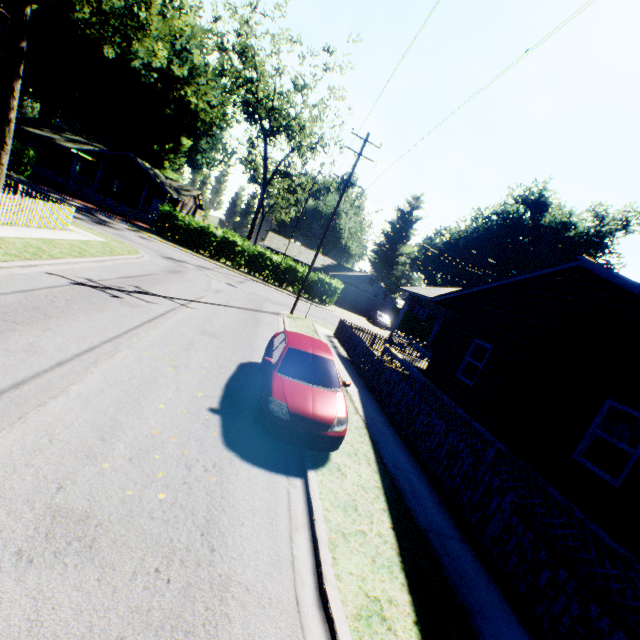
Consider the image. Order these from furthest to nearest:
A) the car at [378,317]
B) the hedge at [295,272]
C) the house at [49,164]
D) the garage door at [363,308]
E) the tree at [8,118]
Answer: the garage door at [363,308] < the car at [378,317] < the house at [49,164] < the hedge at [295,272] < the tree at [8,118]

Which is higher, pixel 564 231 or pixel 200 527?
pixel 564 231

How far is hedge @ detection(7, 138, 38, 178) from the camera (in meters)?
29.00

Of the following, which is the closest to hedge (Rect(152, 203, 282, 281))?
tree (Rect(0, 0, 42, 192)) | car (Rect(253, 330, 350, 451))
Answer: tree (Rect(0, 0, 42, 192))

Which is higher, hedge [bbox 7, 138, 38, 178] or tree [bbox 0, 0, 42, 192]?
tree [bbox 0, 0, 42, 192]

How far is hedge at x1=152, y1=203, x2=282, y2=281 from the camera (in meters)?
32.03

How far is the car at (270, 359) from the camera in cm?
622

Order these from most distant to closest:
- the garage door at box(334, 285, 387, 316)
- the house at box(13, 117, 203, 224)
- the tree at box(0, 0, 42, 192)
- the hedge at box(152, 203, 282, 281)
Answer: the garage door at box(334, 285, 387, 316) < the house at box(13, 117, 203, 224) < the hedge at box(152, 203, 282, 281) < the tree at box(0, 0, 42, 192)
